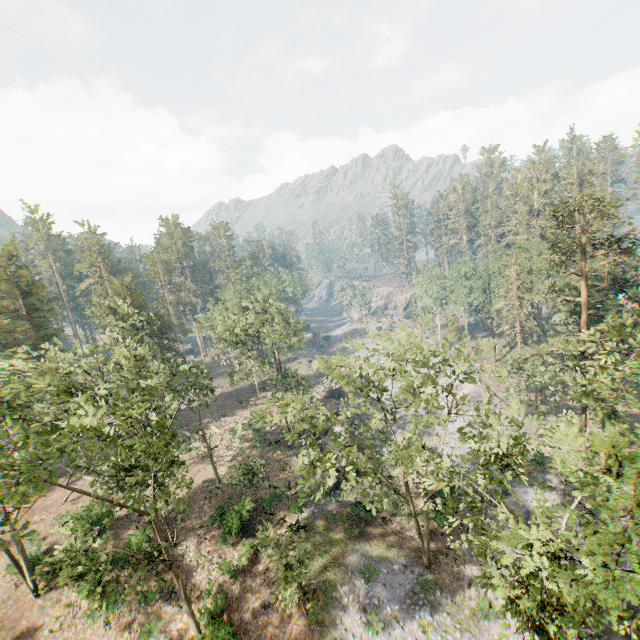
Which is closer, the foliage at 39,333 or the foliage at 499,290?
the foliage at 499,290

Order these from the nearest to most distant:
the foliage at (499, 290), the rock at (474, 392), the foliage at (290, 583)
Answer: the foliage at (499, 290) < the foliage at (290, 583) < the rock at (474, 392)

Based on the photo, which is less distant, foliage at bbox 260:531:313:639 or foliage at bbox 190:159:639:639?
foliage at bbox 190:159:639:639

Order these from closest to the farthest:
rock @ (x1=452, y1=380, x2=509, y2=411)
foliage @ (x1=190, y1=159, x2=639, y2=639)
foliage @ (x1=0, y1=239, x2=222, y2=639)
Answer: foliage @ (x1=190, y1=159, x2=639, y2=639)
foliage @ (x1=0, y1=239, x2=222, y2=639)
rock @ (x1=452, y1=380, x2=509, y2=411)

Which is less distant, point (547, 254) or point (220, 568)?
point (220, 568)

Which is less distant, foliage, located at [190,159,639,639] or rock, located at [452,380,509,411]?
foliage, located at [190,159,639,639]

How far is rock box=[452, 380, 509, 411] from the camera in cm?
4512
